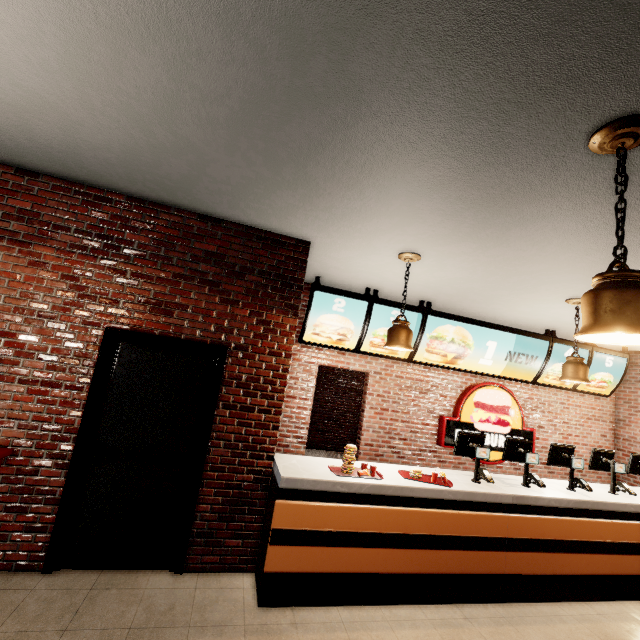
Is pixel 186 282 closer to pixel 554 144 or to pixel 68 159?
pixel 68 159
